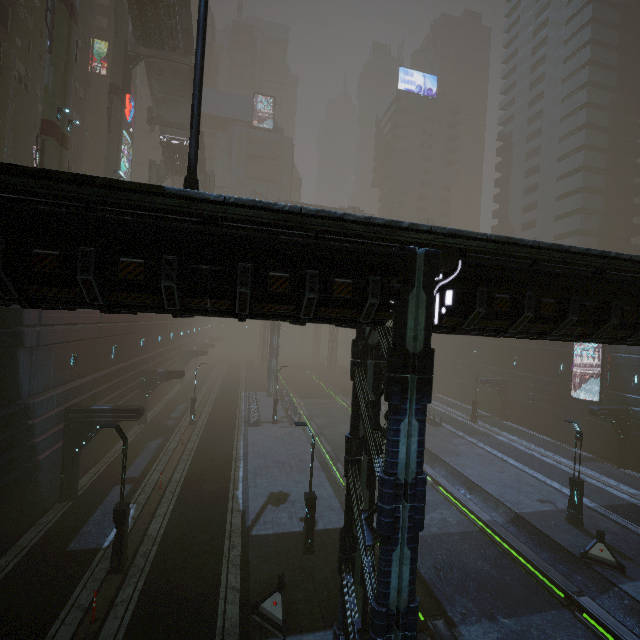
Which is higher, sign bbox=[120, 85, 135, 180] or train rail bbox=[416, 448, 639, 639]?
sign bbox=[120, 85, 135, 180]

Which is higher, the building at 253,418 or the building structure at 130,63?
the building structure at 130,63

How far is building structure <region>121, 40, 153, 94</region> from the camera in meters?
30.8 m

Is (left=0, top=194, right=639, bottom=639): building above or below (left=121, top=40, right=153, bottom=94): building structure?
below

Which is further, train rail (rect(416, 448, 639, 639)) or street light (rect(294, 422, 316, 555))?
street light (rect(294, 422, 316, 555))

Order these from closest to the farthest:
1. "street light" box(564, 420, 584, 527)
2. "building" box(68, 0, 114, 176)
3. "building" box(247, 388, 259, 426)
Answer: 1. "street light" box(564, 420, 584, 527)
2. "building" box(247, 388, 259, 426)
3. "building" box(68, 0, 114, 176)

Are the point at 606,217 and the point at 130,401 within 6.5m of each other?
no

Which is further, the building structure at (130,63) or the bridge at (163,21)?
the building structure at (130,63)
